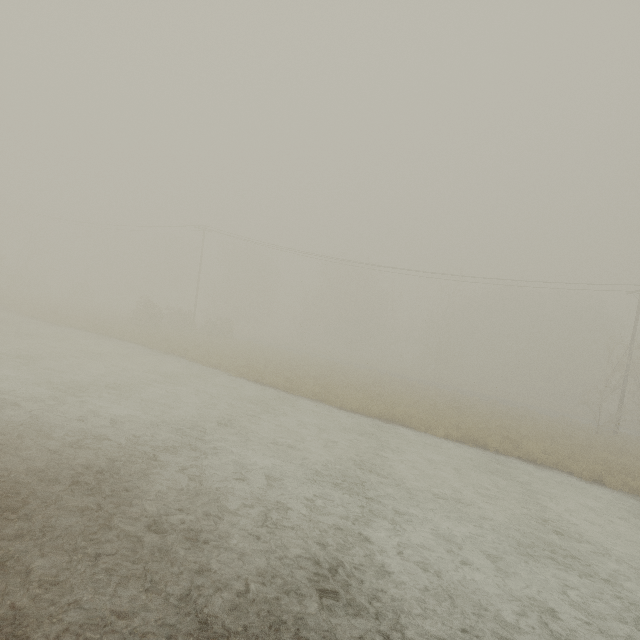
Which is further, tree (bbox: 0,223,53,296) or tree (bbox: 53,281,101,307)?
tree (bbox: 53,281,101,307)

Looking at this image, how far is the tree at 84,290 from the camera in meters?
45.0

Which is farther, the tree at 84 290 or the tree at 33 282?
the tree at 84 290

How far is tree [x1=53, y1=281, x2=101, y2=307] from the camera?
44.98m

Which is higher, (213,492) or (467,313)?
(467,313)
